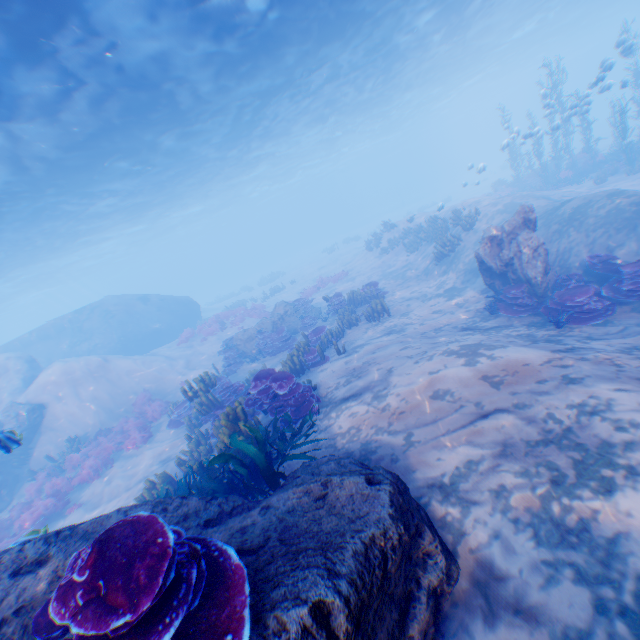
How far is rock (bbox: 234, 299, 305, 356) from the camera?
17.7 meters

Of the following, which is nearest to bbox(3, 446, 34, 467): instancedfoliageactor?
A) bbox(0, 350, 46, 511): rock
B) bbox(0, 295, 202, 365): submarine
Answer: bbox(0, 350, 46, 511): rock

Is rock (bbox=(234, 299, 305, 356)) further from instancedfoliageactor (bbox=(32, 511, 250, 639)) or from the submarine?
instancedfoliageactor (bbox=(32, 511, 250, 639))

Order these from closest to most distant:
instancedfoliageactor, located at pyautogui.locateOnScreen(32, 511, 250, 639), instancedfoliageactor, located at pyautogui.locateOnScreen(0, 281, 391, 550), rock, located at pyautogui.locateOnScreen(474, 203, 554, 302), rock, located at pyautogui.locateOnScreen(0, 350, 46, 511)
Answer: instancedfoliageactor, located at pyautogui.locateOnScreen(32, 511, 250, 639) < instancedfoliageactor, located at pyautogui.locateOnScreen(0, 281, 391, 550) < rock, located at pyautogui.locateOnScreen(0, 350, 46, 511) < rock, located at pyautogui.locateOnScreen(474, 203, 554, 302)

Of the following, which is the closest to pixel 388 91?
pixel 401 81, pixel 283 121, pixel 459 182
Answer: pixel 401 81

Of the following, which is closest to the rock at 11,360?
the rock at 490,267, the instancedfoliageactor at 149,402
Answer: the instancedfoliageactor at 149,402

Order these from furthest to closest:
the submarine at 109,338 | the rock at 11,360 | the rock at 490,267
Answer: the submarine at 109,338 < the rock at 490,267 < the rock at 11,360

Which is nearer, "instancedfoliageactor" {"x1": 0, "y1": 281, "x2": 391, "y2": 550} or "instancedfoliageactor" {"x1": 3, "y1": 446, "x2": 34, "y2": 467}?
"instancedfoliageactor" {"x1": 0, "y1": 281, "x2": 391, "y2": 550}
